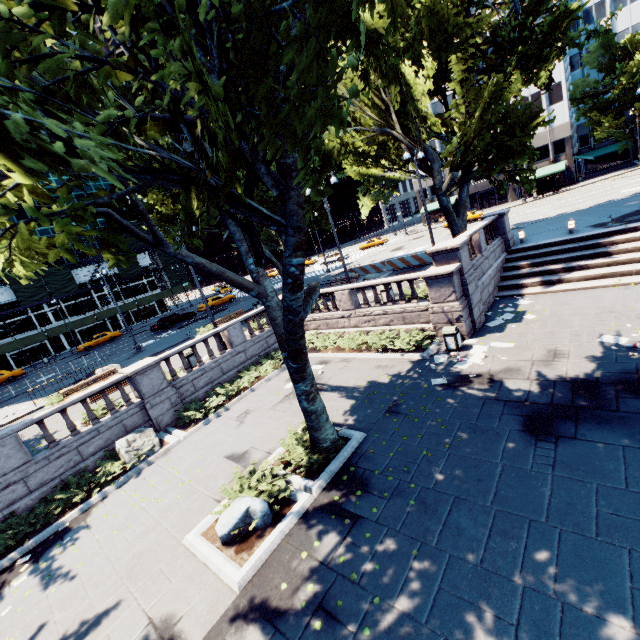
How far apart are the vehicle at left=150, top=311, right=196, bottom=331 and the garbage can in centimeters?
3223cm

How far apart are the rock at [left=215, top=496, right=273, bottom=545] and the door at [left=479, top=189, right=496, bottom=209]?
63.5m

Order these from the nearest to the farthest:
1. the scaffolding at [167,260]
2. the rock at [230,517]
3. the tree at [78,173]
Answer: the tree at [78,173], the rock at [230,517], the scaffolding at [167,260]

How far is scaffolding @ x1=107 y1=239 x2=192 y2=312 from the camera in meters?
50.1

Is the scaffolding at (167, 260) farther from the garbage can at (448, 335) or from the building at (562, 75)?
the garbage can at (448, 335)

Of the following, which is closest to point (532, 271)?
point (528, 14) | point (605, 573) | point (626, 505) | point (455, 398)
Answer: point (455, 398)

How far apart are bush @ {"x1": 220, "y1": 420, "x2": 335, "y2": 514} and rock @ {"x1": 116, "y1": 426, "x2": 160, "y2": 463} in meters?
5.3 m

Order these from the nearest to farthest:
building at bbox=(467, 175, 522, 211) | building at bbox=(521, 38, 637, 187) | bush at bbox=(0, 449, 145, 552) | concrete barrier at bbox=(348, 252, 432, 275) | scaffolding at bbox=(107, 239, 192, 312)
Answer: bush at bbox=(0, 449, 145, 552) → concrete barrier at bbox=(348, 252, 432, 275) → building at bbox=(521, 38, 637, 187) → scaffolding at bbox=(107, 239, 192, 312) → building at bbox=(467, 175, 522, 211)
